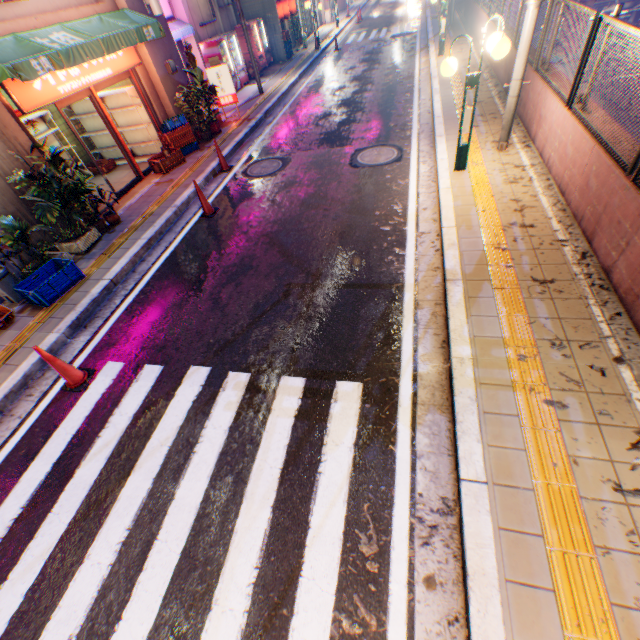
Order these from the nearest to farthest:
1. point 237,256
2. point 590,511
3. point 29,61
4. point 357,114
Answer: point 590,511 → point 29,61 → point 237,256 → point 357,114

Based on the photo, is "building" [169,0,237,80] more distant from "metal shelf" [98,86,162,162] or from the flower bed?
the flower bed

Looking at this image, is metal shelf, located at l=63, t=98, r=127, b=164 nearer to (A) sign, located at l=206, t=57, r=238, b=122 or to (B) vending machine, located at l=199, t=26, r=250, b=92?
(A) sign, located at l=206, t=57, r=238, b=122

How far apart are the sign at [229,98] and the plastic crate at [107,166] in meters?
4.3 m

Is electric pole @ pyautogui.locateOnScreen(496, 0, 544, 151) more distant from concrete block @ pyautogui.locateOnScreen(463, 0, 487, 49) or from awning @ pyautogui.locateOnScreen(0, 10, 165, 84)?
awning @ pyautogui.locateOnScreen(0, 10, 165, 84)

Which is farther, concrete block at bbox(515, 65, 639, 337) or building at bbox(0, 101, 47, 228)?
building at bbox(0, 101, 47, 228)

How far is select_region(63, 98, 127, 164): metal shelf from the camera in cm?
1042

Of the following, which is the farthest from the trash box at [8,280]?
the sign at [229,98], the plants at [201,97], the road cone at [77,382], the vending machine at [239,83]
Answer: the vending machine at [239,83]
